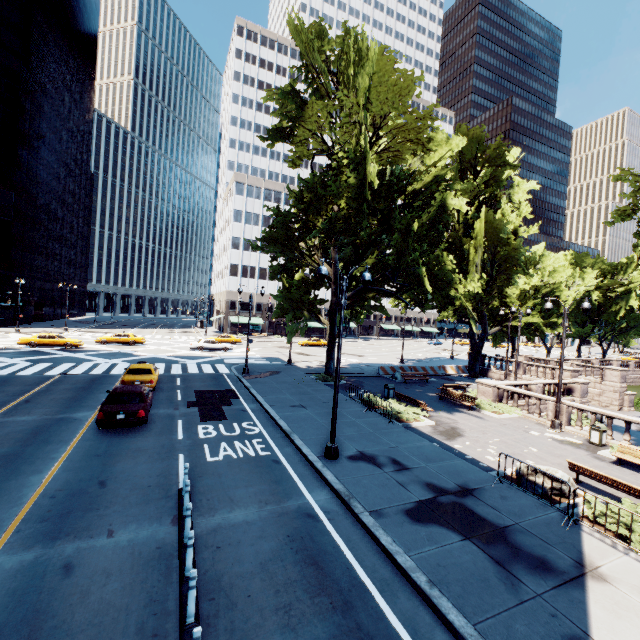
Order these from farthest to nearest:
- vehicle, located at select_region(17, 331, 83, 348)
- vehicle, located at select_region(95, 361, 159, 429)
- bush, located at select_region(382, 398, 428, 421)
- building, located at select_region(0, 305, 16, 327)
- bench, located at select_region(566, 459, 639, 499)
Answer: building, located at select_region(0, 305, 16, 327) < vehicle, located at select_region(17, 331, 83, 348) < bush, located at select_region(382, 398, 428, 421) < vehicle, located at select_region(95, 361, 159, 429) < bench, located at select_region(566, 459, 639, 499)

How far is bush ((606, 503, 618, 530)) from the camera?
8.5 meters

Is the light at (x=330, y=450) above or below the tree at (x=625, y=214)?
below

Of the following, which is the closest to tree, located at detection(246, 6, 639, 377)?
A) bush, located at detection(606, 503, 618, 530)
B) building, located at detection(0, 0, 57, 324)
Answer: bush, located at detection(606, 503, 618, 530)

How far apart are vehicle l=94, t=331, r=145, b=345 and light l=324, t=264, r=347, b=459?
35.87m

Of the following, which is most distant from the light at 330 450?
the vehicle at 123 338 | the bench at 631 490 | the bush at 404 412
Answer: the vehicle at 123 338

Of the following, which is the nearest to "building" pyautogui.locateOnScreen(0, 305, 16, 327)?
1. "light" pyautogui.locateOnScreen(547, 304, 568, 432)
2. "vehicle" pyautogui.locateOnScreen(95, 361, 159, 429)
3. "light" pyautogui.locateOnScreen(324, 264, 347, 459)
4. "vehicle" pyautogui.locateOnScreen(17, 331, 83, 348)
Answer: "vehicle" pyautogui.locateOnScreen(17, 331, 83, 348)

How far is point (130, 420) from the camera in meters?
13.2 m
